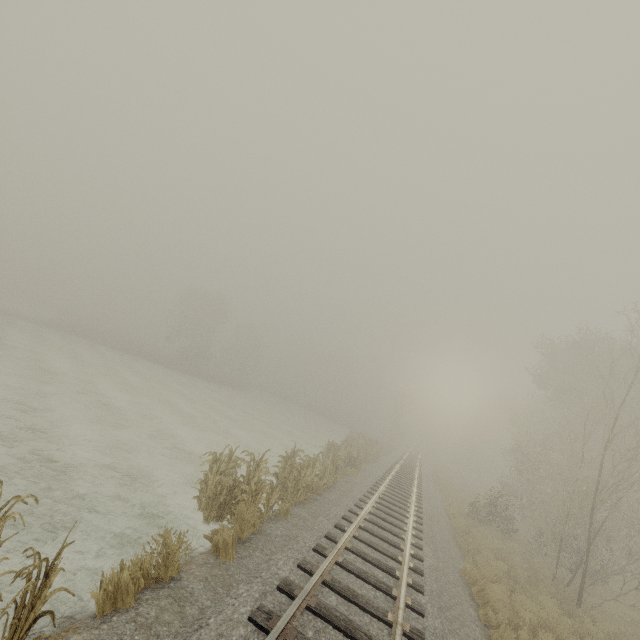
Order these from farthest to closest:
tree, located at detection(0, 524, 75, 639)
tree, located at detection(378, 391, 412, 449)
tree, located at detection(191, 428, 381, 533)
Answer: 1. tree, located at detection(378, 391, 412, 449)
2. tree, located at detection(191, 428, 381, 533)
3. tree, located at detection(0, 524, 75, 639)

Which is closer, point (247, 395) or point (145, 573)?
point (145, 573)

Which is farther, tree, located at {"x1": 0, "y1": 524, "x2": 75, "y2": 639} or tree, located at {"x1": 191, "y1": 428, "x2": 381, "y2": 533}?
tree, located at {"x1": 191, "y1": 428, "x2": 381, "y2": 533}

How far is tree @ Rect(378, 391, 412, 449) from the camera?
47.2 meters

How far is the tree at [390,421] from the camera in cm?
4718

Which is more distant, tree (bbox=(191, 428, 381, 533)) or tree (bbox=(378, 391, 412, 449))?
tree (bbox=(378, 391, 412, 449))

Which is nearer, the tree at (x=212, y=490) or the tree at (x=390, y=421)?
the tree at (x=212, y=490)

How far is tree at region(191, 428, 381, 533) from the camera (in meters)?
7.78
